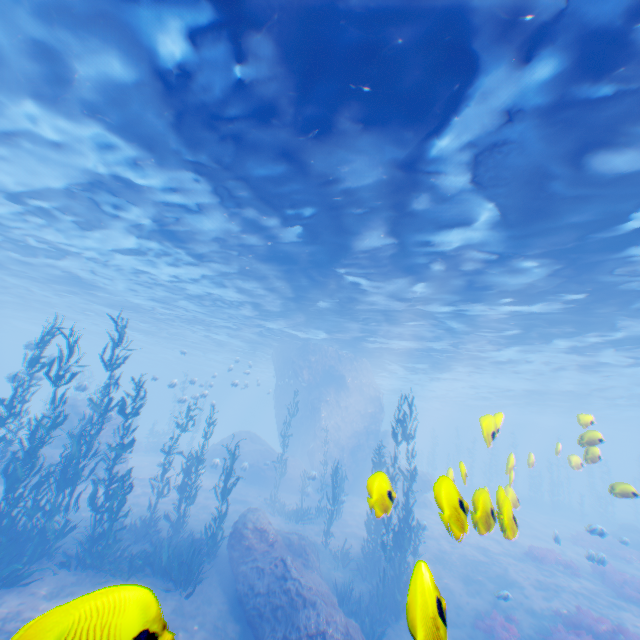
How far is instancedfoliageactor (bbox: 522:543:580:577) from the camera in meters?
17.9

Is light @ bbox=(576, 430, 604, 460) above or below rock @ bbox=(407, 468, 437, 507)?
above

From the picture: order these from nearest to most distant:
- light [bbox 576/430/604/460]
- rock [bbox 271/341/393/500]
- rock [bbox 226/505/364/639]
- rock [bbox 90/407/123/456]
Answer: light [bbox 576/430/604/460]
rock [bbox 226/505/364/639]
rock [bbox 90/407/123/456]
rock [bbox 271/341/393/500]

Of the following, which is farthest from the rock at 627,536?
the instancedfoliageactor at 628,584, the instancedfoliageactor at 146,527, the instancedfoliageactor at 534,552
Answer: the instancedfoliageactor at 534,552

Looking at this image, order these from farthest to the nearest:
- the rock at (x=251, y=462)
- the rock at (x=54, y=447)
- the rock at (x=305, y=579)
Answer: the rock at (x=251, y=462), the rock at (x=54, y=447), the rock at (x=305, y=579)

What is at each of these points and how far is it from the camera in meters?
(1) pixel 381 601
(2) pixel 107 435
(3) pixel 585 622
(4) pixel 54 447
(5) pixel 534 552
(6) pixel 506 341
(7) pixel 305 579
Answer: (1) instancedfoliageactor, 12.0
(2) rock, 20.9
(3) instancedfoliageactor, 12.2
(4) rock, 19.0
(5) instancedfoliageactor, 18.4
(6) light, 21.7
(7) rock, 10.1

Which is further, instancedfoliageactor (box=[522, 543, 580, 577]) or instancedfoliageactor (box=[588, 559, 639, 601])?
instancedfoliageactor (box=[522, 543, 580, 577])

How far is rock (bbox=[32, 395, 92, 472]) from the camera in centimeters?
1762cm
